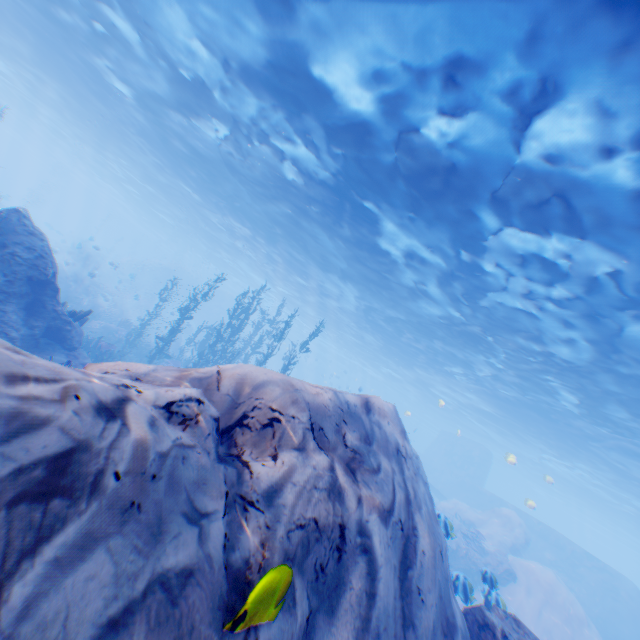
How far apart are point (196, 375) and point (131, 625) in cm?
274

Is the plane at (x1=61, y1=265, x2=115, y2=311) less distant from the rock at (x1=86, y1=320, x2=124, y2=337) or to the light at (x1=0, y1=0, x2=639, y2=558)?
the rock at (x1=86, y1=320, x2=124, y2=337)

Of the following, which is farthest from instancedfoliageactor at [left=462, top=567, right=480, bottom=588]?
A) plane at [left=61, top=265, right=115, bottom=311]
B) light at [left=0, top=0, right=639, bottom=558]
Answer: light at [left=0, top=0, right=639, bottom=558]

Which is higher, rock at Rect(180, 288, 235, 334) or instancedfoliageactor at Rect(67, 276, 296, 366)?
rock at Rect(180, 288, 235, 334)

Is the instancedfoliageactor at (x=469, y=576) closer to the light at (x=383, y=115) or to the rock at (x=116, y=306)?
the rock at (x=116, y=306)

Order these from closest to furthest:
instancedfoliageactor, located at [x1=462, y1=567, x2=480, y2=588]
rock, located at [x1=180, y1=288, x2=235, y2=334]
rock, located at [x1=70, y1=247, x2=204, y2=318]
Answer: instancedfoliageactor, located at [x1=462, y1=567, x2=480, y2=588], rock, located at [x1=70, y1=247, x2=204, y2=318], rock, located at [x1=180, y1=288, x2=235, y2=334]

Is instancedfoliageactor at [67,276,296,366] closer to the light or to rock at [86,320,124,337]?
rock at [86,320,124,337]

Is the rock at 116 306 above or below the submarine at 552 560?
below
